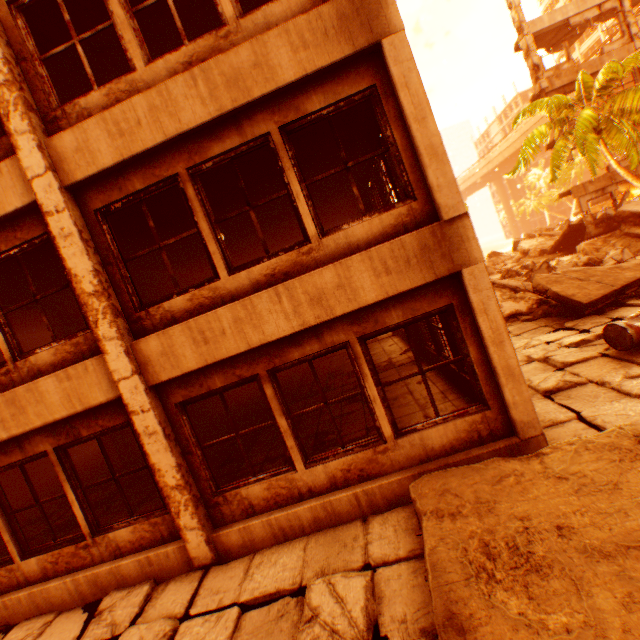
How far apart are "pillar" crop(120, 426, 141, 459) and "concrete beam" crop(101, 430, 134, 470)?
0.0 meters

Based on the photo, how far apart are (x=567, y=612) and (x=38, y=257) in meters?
9.6 m

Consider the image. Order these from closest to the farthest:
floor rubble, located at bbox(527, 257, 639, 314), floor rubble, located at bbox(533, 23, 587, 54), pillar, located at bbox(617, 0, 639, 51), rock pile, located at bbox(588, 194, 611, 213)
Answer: floor rubble, located at bbox(527, 257, 639, 314)
pillar, located at bbox(617, 0, 639, 51)
floor rubble, located at bbox(533, 23, 587, 54)
rock pile, located at bbox(588, 194, 611, 213)

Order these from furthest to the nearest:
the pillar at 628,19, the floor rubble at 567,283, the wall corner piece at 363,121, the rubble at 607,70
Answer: the pillar at 628,19 < the rubble at 607,70 < the floor rubble at 567,283 < the wall corner piece at 363,121

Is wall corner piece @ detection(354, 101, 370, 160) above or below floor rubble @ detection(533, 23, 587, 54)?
below

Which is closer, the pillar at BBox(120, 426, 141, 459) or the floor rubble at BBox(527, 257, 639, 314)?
the floor rubble at BBox(527, 257, 639, 314)

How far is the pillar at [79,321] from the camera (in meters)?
9.84

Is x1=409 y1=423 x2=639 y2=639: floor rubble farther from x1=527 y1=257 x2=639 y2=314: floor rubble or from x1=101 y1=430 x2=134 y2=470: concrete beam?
x1=101 y1=430 x2=134 y2=470: concrete beam
